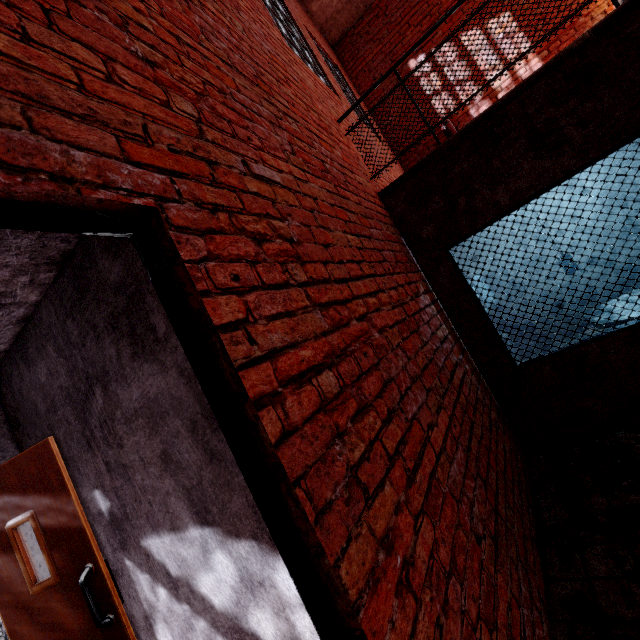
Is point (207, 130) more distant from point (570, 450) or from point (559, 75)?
point (570, 450)

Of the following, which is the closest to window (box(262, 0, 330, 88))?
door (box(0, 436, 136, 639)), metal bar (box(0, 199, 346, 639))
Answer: metal bar (box(0, 199, 346, 639))

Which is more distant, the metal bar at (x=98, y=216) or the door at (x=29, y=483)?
the door at (x=29, y=483)

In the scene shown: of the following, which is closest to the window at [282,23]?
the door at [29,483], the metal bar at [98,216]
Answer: the metal bar at [98,216]

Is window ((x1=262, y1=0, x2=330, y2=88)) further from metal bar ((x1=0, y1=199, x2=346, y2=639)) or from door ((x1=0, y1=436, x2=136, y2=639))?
door ((x1=0, y1=436, x2=136, y2=639))
